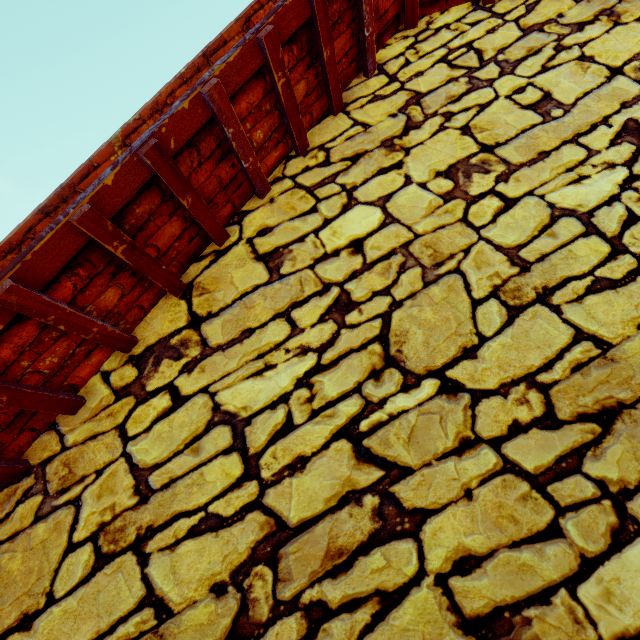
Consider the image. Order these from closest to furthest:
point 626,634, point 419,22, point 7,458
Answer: point 626,634 → point 7,458 → point 419,22
